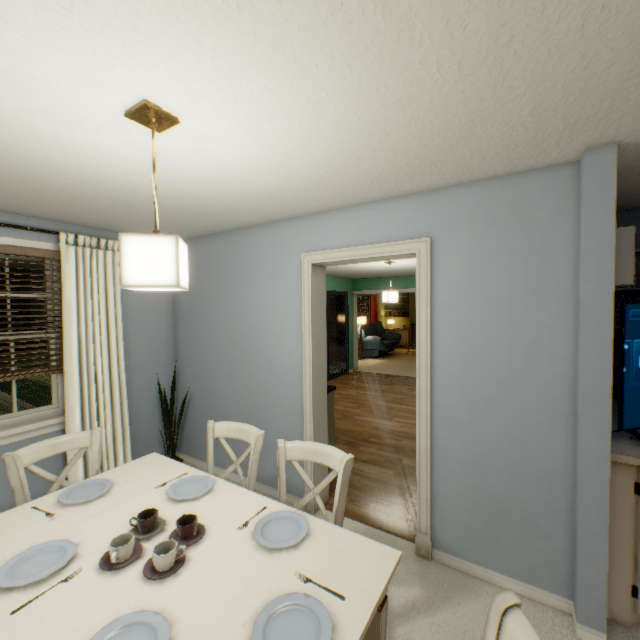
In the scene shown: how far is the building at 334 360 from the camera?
9.0m

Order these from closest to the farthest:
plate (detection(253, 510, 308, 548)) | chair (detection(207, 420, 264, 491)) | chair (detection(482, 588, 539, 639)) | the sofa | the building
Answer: chair (detection(482, 588, 539, 639))
plate (detection(253, 510, 308, 548))
chair (detection(207, 420, 264, 491))
the building
the sofa

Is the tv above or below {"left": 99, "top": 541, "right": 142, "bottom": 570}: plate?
above

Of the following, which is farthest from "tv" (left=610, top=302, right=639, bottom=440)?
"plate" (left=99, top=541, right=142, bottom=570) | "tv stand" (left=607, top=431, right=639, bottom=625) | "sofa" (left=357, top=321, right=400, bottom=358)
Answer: "sofa" (left=357, top=321, right=400, bottom=358)

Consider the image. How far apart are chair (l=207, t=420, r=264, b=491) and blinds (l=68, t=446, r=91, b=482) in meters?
1.4 m

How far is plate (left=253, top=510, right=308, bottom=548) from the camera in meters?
1.3

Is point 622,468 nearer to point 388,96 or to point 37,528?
point 388,96

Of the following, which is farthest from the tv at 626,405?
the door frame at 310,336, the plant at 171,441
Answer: the plant at 171,441
